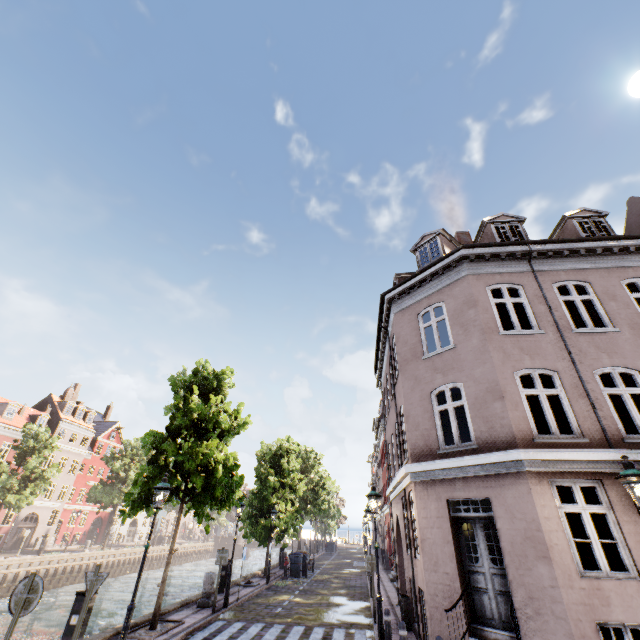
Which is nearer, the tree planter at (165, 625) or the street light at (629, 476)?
the street light at (629, 476)

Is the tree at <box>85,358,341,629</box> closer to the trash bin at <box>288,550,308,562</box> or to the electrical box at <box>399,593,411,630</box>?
the trash bin at <box>288,550,308,562</box>

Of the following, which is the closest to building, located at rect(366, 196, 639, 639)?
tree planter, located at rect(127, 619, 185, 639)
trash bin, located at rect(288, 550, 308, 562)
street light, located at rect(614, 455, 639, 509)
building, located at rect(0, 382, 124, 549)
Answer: street light, located at rect(614, 455, 639, 509)

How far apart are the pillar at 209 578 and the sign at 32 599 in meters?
9.8 m

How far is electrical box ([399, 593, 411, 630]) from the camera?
10.6m

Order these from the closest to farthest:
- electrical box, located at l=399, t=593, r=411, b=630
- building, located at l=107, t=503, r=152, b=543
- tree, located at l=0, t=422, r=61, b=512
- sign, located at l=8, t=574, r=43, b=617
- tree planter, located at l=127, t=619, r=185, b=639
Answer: sign, located at l=8, t=574, r=43, b=617
tree planter, located at l=127, t=619, r=185, b=639
electrical box, located at l=399, t=593, r=411, b=630
tree, located at l=0, t=422, r=61, b=512
building, located at l=107, t=503, r=152, b=543

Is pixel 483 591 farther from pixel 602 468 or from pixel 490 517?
pixel 602 468

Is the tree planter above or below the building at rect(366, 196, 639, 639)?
below
